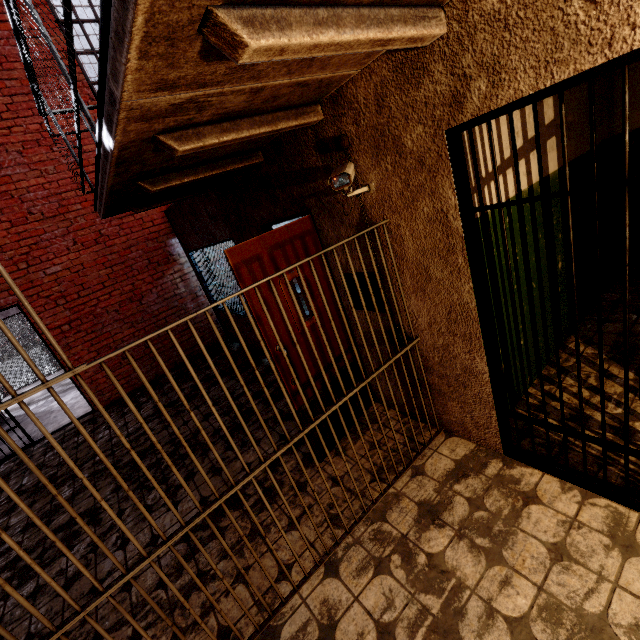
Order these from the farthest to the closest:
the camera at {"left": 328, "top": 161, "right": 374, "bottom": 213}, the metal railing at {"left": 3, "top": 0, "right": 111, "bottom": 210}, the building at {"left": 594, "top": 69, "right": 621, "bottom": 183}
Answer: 1. the building at {"left": 594, "top": 69, "right": 621, "bottom": 183}
2. the camera at {"left": 328, "top": 161, "right": 374, "bottom": 213}
3. the metal railing at {"left": 3, "top": 0, "right": 111, "bottom": 210}

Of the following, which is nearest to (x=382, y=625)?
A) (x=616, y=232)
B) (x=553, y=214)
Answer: (x=553, y=214)

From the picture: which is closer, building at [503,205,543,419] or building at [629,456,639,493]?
building at [629,456,639,493]

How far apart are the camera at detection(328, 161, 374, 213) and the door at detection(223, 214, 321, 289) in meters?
0.5

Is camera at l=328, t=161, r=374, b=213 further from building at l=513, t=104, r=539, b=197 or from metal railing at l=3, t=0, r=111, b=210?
metal railing at l=3, t=0, r=111, b=210

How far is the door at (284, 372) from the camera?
2.57m

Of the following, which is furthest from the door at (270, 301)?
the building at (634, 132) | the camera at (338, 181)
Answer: the building at (634, 132)

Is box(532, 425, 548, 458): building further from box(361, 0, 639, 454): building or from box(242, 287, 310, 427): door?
box(242, 287, 310, 427): door
